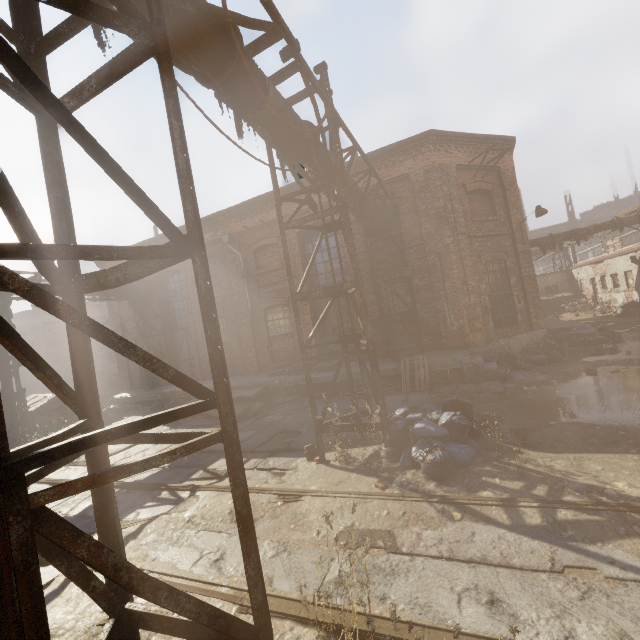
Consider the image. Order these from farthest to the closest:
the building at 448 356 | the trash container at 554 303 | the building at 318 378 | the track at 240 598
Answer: the trash container at 554 303 < the building at 318 378 < the building at 448 356 < the track at 240 598

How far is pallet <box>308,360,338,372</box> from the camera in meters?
12.0 m

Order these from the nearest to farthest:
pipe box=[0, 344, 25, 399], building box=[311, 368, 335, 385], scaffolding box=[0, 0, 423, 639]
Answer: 1. scaffolding box=[0, 0, 423, 639]
2. pipe box=[0, 344, 25, 399]
3. building box=[311, 368, 335, 385]

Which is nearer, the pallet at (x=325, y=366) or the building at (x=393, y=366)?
the building at (x=393, y=366)

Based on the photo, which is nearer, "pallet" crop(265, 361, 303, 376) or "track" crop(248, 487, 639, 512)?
"track" crop(248, 487, 639, 512)

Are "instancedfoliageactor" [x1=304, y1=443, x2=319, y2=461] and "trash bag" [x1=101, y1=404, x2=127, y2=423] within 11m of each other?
no

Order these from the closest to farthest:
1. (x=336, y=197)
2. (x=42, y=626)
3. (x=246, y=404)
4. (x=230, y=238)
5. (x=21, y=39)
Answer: (x=42, y=626) → (x=21, y=39) → (x=336, y=197) → (x=246, y=404) → (x=230, y=238)

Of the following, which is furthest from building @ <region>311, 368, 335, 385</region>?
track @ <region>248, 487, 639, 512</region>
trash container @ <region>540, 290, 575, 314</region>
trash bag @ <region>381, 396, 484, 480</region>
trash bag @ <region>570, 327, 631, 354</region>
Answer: trash container @ <region>540, 290, 575, 314</region>
